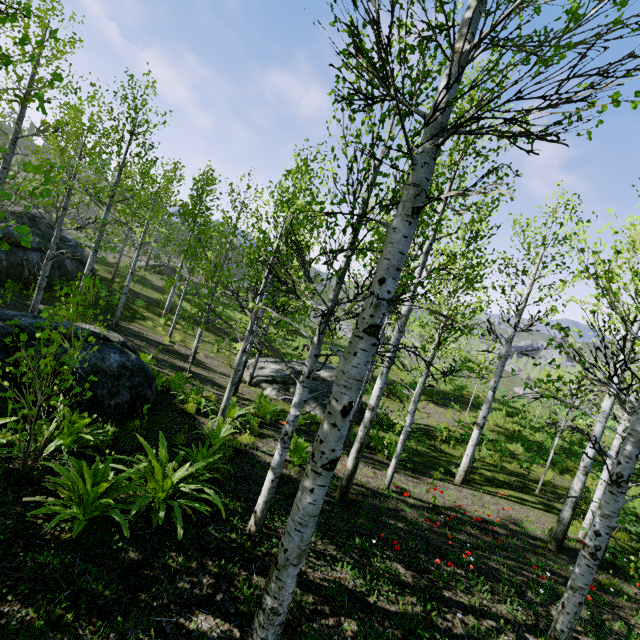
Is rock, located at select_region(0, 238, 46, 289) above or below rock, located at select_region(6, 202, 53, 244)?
below

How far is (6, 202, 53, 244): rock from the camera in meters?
16.4

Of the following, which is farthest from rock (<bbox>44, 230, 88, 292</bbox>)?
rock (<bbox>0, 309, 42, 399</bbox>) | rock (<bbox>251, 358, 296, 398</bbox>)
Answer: rock (<bbox>251, 358, 296, 398</bbox>)

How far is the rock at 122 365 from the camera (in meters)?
5.68

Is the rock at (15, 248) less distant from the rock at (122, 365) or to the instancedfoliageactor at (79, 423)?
the rock at (122, 365)

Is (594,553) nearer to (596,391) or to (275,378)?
(596,391)

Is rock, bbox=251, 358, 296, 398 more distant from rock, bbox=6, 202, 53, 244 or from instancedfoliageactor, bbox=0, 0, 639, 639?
instancedfoliageactor, bbox=0, 0, 639, 639

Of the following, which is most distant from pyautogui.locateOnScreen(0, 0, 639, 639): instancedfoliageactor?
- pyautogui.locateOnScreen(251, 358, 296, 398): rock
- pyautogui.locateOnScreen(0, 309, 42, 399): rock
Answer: pyautogui.locateOnScreen(0, 309, 42, 399): rock
